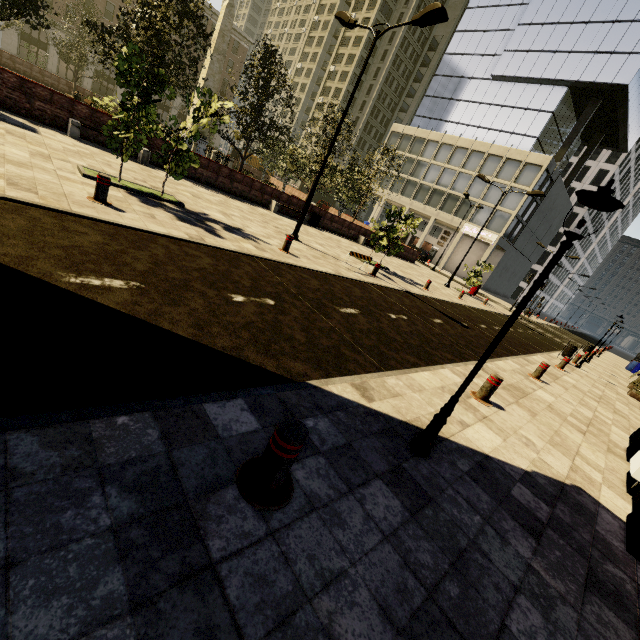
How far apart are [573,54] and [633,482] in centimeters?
→ 5289cm

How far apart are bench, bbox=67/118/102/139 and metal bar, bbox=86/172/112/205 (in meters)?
7.87

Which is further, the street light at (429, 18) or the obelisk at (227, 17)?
the obelisk at (227, 17)

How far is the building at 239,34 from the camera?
54.4m

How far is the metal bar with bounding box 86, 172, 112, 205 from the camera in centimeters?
642cm

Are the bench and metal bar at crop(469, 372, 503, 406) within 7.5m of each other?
no

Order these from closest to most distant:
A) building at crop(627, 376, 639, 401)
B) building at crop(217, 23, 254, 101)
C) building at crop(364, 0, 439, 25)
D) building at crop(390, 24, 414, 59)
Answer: building at crop(627, 376, 639, 401) → building at crop(217, 23, 254, 101) → building at crop(364, 0, 439, 25) → building at crop(390, 24, 414, 59)

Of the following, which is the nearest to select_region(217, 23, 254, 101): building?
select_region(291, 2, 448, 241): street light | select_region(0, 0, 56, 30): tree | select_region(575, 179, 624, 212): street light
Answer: select_region(0, 0, 56, 30): tree
